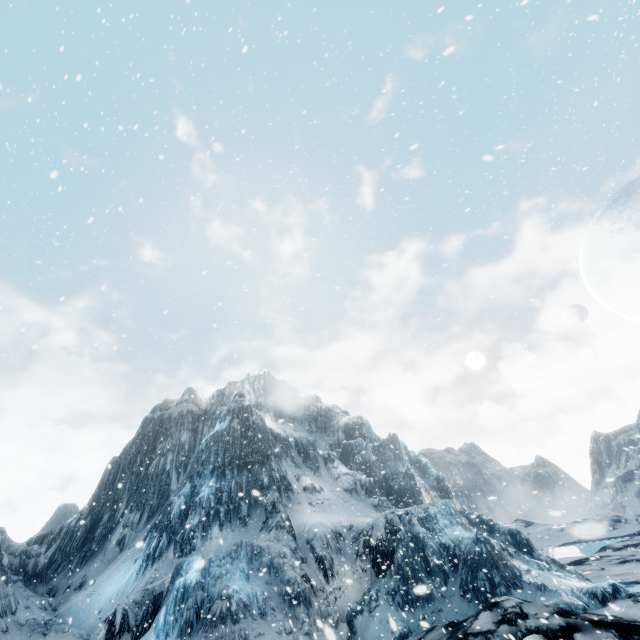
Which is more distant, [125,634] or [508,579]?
[125,634]
